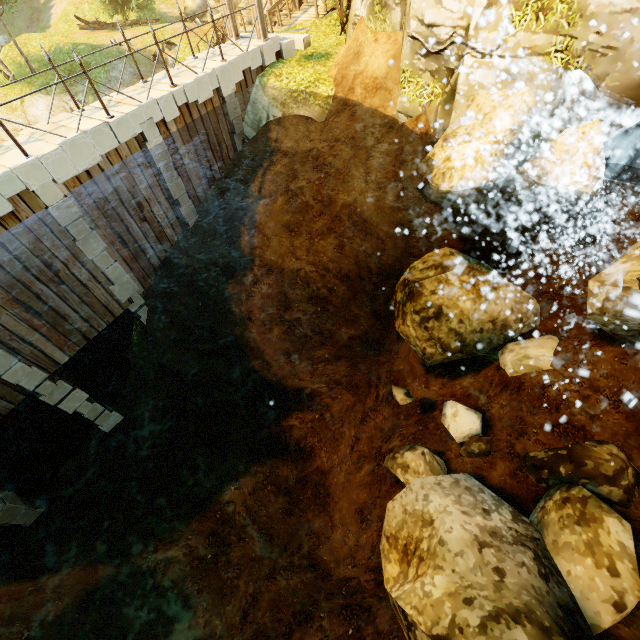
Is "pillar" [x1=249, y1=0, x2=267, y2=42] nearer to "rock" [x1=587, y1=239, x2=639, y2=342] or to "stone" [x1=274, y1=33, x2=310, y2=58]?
"stone" [x1=274, y1=33, x2=310, y2=58]

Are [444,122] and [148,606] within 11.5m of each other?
no

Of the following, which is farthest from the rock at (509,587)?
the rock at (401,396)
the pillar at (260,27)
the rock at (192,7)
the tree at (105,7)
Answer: the rock at (192,7)

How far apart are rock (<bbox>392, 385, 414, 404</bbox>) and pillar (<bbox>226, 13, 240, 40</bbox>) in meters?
13.8 m

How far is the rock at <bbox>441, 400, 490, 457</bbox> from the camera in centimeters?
826cm

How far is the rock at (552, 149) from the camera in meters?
6.3 m

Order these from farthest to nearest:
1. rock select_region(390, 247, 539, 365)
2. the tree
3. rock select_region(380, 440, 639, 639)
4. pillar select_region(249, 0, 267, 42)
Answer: the tree → pillar select_region(249, 0, 267, 42) → rock select_region(390, 247, 539, 365) → rock select_region(380, 440, 639, 639)

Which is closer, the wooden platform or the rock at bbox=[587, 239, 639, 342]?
the rock at bbox=[587, 239, 639, 342]
